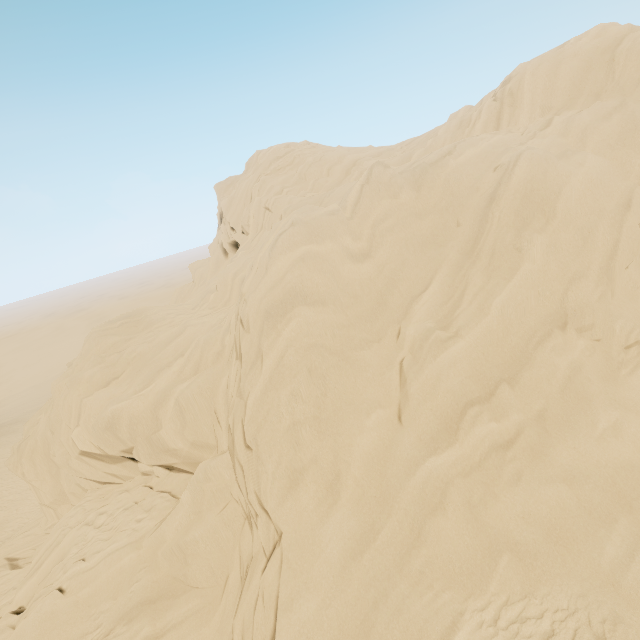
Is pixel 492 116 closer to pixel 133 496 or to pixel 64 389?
pixel 64 389
